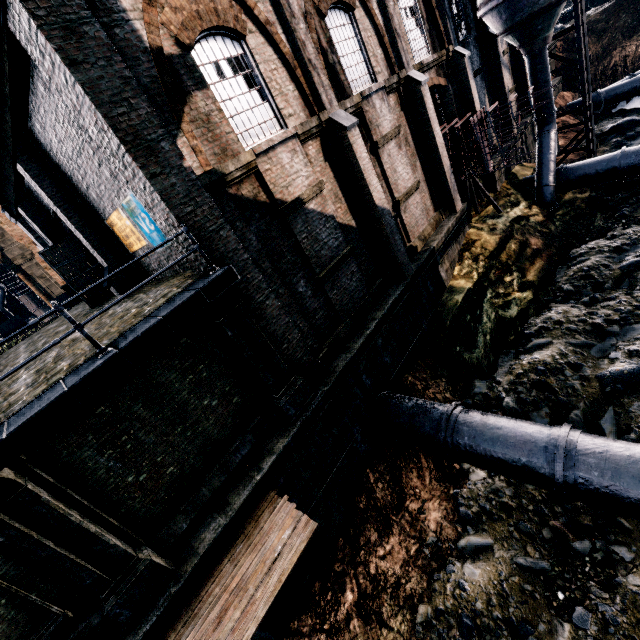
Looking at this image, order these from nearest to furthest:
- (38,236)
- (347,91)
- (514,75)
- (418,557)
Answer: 1. (418,557)
2. (347,91)
3. (38,236)
4. (514,75)

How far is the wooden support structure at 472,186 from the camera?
19.0 meters

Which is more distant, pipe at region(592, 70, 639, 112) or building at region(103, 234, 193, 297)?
pipe at region(592, 70, 639, 112)

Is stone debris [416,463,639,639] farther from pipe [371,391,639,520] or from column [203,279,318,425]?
column [203,279,318,425]

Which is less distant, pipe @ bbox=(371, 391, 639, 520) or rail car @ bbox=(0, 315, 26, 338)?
pipe @ bbox=(371, 391, 639, 520)

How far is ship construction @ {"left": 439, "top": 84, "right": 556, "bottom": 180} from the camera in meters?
14.8 m

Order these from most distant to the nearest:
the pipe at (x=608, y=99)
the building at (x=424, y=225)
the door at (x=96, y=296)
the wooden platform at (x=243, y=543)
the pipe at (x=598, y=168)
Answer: the pipe at (x=608, y=99) < the pipe at (x=598, y=168) < the door at (x=96, y=296) < the building at (x=424, y=225) < the wooden platform at (x=243, y=543)

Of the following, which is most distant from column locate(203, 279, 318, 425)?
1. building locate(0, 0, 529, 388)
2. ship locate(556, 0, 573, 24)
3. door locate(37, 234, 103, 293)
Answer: ship locate(556, 0, 573, 24)
